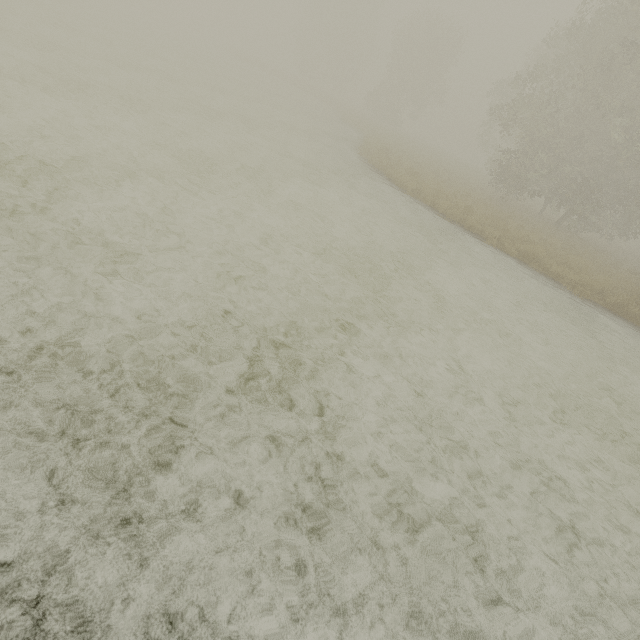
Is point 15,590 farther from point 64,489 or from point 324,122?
point 324,122
